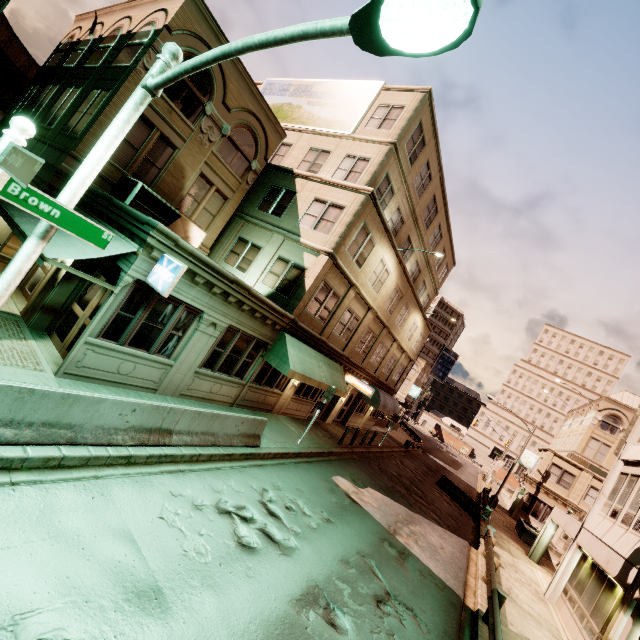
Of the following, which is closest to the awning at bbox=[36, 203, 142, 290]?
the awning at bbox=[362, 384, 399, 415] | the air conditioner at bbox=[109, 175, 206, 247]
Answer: the air conditioner at bbox=[109, 175, 206, 247]

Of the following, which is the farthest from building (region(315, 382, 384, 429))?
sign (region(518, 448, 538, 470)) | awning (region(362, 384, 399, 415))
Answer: sign (region(518, 448, 538, 470))

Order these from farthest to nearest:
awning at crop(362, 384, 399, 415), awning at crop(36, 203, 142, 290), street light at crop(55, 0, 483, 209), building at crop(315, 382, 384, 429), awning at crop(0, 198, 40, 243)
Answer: awning at crop(362, 384, 399, 415)
building at crop(315, 382, 384, 429)
awning at crop(0, 198, 40, 243)
awning at crop(36, 203, 142, 290)
street light at crop(55, 0, 483, 209)

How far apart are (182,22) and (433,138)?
13.88m

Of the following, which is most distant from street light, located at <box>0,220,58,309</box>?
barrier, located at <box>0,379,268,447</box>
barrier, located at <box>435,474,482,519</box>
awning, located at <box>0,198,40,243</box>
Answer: barrier, located at <box>435,474,482,519</box>

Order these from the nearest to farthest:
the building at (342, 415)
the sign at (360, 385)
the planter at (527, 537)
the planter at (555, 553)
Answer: the sign at (360, 385)
the building at (342, 415)
the planter at (555, 553)
the planter at (527, 537)

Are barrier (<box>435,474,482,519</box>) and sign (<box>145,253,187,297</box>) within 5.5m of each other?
no

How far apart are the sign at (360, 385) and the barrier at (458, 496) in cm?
1200
